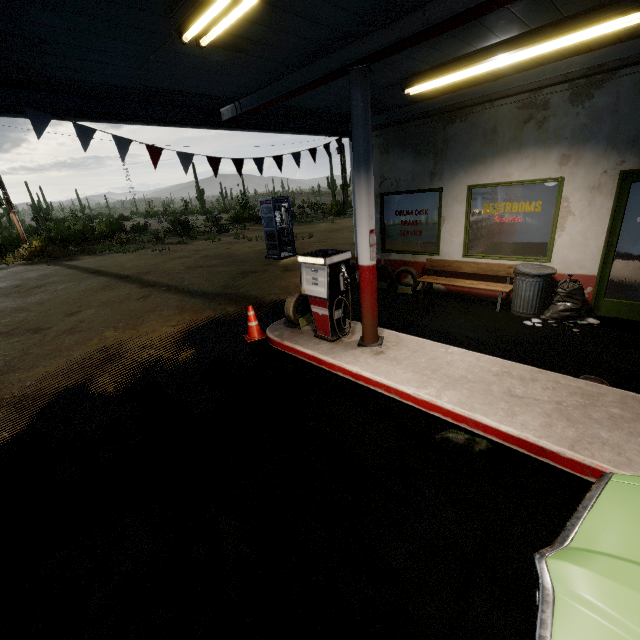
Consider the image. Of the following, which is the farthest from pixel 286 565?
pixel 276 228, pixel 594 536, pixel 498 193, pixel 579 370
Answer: pixel 276 228

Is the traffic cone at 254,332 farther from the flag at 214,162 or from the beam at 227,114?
the beam at 227,114

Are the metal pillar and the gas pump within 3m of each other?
yes

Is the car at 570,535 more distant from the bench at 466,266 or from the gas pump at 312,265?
the bench at 466,266

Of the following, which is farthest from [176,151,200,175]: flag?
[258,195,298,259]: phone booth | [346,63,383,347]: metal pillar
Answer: [258,195,298,259]: phone booth

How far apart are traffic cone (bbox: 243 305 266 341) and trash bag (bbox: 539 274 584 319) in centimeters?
546cm

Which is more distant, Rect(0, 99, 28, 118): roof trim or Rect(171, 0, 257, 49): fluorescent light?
Rect(0, 99, 28, 118): roof trim

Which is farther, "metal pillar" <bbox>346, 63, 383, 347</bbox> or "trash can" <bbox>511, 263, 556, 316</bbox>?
"trash can" <bbox>511, 263, 556, 316</bbox>
